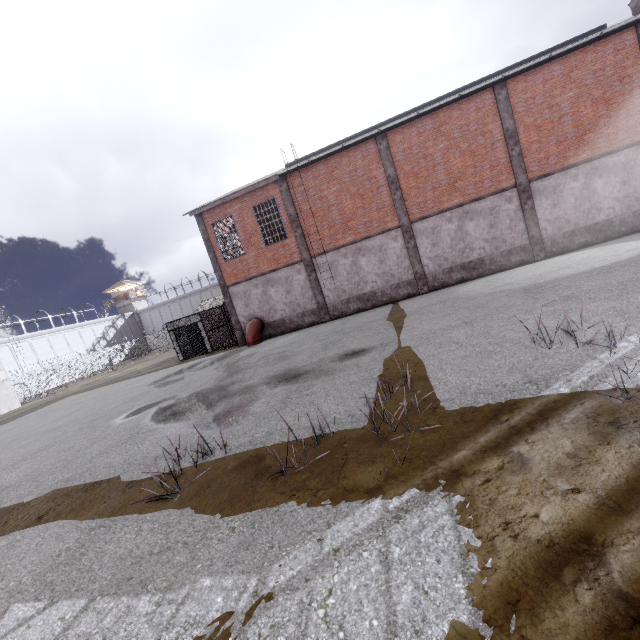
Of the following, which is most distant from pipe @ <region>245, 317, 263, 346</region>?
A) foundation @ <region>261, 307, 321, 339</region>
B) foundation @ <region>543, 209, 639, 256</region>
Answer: foundation @ <region>543, 209, 639, 256</region>

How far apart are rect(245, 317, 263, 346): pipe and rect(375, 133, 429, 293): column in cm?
966

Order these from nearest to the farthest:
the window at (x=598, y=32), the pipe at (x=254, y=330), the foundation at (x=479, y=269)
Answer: the window at (x=598, y=32)
the foundation at (x=479, y=269)
the pipe at (x=254, y=330)

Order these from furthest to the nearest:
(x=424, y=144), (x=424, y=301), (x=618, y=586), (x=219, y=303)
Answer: (x=219, y=303)
(x=424, y=144)
(x=424, y=301)
(x=618, y=586)

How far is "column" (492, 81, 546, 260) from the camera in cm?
1582

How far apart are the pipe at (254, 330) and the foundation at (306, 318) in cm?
5

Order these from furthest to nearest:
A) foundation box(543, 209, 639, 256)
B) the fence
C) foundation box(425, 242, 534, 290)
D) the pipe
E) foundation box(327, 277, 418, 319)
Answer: the fence, the pipe, foundation box(327, 277, 418, 319), foundation box(425, 242, 534, 290), foundation box(543, 209, 639, 256)

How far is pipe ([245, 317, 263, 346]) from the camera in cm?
1950
